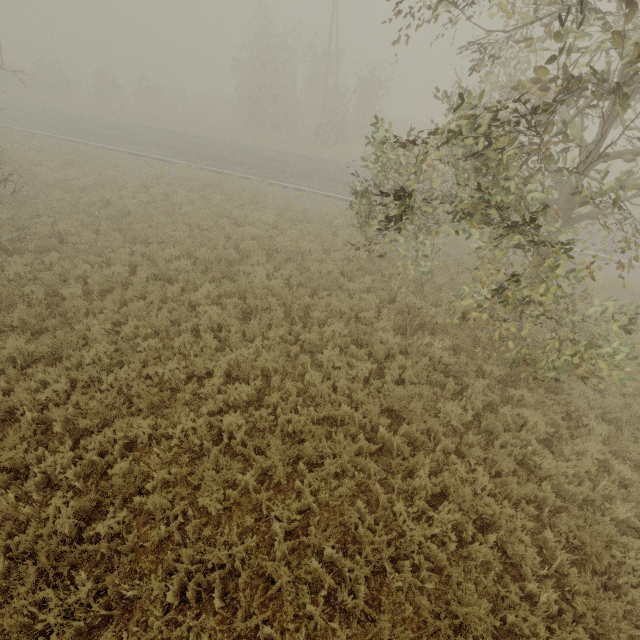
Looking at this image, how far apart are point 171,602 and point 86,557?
1.4m
